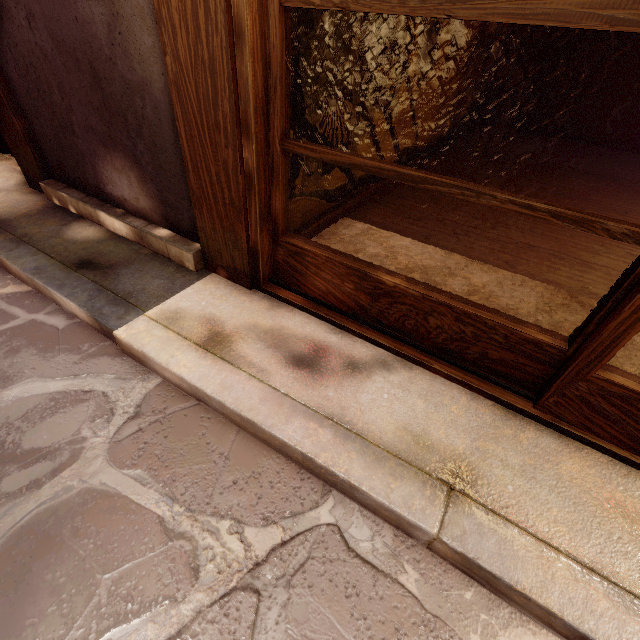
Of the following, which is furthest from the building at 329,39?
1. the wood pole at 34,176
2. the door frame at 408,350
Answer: the wood pole at 34,176

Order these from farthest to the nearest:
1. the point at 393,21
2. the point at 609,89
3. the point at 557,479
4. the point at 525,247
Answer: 1. the point at 609,89
2. the point at 525,247
3. the point at 393,21
4. the point at 557,479

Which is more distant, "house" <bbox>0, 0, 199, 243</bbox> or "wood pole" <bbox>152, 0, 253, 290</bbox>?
"house" <bbox>0, 0, 199, 243</bbox>

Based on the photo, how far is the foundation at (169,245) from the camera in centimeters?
404cm

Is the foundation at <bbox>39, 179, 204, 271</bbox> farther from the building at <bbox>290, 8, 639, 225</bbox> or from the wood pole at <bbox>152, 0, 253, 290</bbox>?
the building at <bbox>290, 8, 639, 225</bbox>

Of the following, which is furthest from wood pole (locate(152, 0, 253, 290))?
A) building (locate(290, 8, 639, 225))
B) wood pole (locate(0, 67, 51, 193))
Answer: wood pole (locate(0, 67, 51, 193))

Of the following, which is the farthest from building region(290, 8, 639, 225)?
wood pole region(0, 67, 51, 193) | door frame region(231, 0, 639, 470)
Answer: wood pole region(0, 67, 51, 193)

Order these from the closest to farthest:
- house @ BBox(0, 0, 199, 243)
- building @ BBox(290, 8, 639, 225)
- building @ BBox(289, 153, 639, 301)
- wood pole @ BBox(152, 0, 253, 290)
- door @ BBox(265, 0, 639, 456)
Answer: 1. door @ BBox(265, 0, 639, 456)
2. wood pole @ BBox(152, 0, 253, 290)
3. house @ BBox(0, 0, 199, 243)
4. building @ BBox(290, 8, 639, 225)
5. building @ BBox(289, 153, 639, 301)
